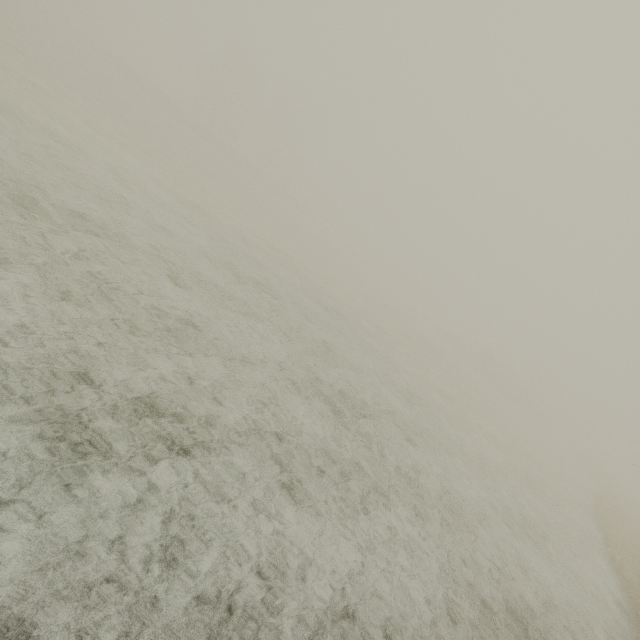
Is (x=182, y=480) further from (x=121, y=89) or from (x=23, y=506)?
(x=121, y=89)
